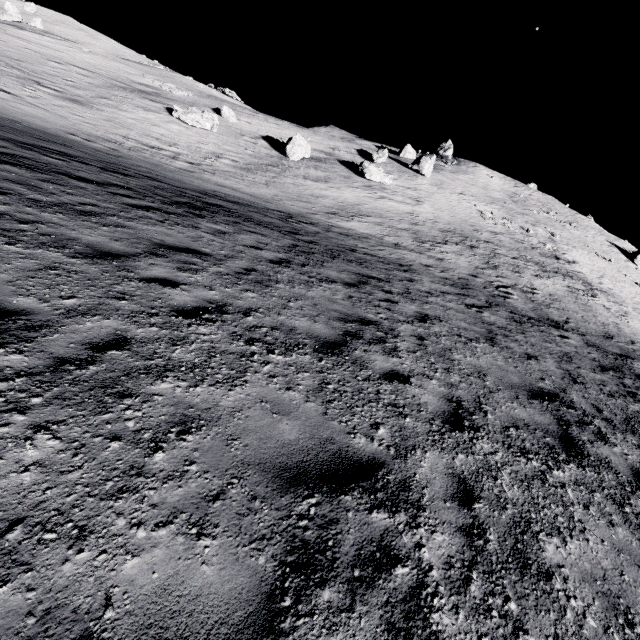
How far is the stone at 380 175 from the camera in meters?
31.2

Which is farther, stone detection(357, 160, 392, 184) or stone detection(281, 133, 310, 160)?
stone detection(357, 160, 392, 184)

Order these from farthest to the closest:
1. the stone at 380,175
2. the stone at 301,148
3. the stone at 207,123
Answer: the stone at 380,175 < the stone at 301,148 < the stone at 207,123

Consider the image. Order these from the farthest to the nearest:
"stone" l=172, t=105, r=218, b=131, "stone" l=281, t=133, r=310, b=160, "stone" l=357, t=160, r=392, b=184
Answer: "stone" l=357, t=160, r=392, b=184 < "stone" l=281, t=133, r=310, b=160 < "stone" l=172, t=105, r=218, b=131

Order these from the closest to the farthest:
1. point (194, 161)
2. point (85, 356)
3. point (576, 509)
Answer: point (85, 356)
point (576, 509)
point (194, 161)

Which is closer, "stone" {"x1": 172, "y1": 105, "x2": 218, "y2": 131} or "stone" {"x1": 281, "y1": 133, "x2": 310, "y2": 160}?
"stone" {"x1": 172, "y1": 105, "x2": 218, "y2": 131}

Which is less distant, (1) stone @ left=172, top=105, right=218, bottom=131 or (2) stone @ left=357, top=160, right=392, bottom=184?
(1) stone @ left=172, top=105, right=218, bottom=131

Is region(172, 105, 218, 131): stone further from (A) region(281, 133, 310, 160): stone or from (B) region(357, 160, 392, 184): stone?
Answer: (B) region(357, 160, 392, 184): stone
